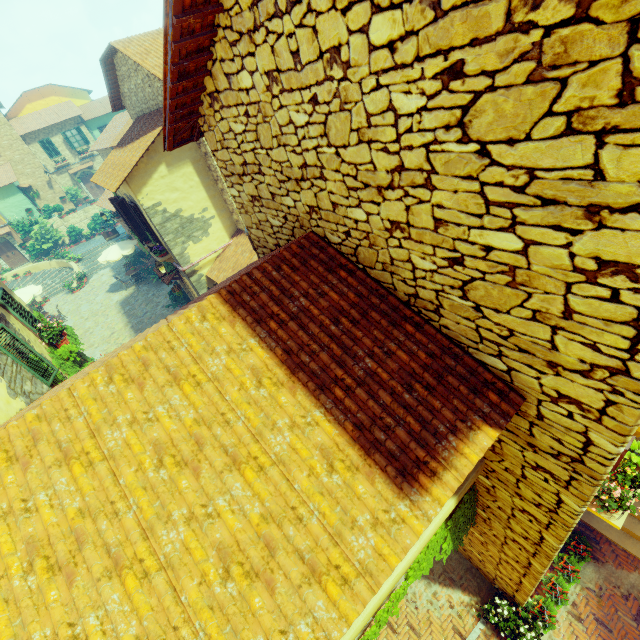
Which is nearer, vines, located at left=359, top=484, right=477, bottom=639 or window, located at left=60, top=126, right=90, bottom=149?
vines, located at left=359, top=484, right=477, bottom=639

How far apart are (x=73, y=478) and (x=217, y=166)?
10.94m

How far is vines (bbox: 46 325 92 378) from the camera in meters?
9.6 m

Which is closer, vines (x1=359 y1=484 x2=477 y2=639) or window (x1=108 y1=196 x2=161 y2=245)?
vines (x1=359 y1=484 x2=477 y2=639)

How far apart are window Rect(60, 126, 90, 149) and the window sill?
44.84m

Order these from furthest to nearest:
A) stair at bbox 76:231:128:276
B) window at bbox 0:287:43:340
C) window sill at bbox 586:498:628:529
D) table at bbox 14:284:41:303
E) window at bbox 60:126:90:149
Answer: window at bbox 60:126:90:149, stair at bbox 76:231:128:276, table at bbox 14:284:41:303, window at bbox 0:287:43:340, window sill at bbox 586:498:628:529

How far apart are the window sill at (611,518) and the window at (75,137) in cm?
4484

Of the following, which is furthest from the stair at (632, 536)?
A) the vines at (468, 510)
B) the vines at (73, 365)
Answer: the vines at (73, 365)
